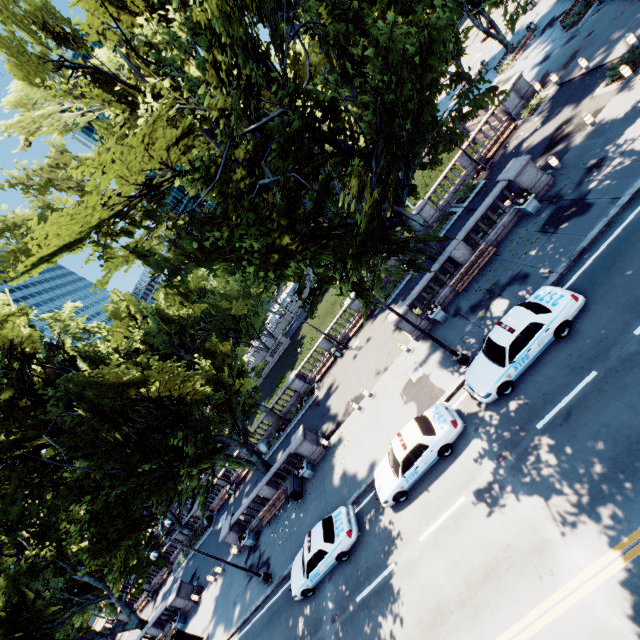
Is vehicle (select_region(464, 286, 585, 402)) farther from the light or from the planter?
the planter

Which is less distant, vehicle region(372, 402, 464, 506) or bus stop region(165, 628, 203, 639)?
vehicle region(372, 402, 464, 506)

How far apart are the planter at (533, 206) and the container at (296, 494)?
21.9m

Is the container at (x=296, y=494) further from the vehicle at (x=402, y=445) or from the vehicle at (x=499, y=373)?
the vehicle at (x=499, y=373)

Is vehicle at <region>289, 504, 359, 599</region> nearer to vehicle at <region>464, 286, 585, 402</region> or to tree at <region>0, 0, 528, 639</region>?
tree at <region>0, 0, 528, 639</region>

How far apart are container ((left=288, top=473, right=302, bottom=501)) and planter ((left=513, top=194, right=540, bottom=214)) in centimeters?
2188cm

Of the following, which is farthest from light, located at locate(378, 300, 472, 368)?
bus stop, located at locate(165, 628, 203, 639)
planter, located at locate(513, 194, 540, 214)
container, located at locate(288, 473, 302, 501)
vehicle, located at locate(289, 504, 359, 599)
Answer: bus stop, located at locate(165, 628, 203, 639)

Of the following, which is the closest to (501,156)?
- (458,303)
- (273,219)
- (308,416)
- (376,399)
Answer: (458,303)
